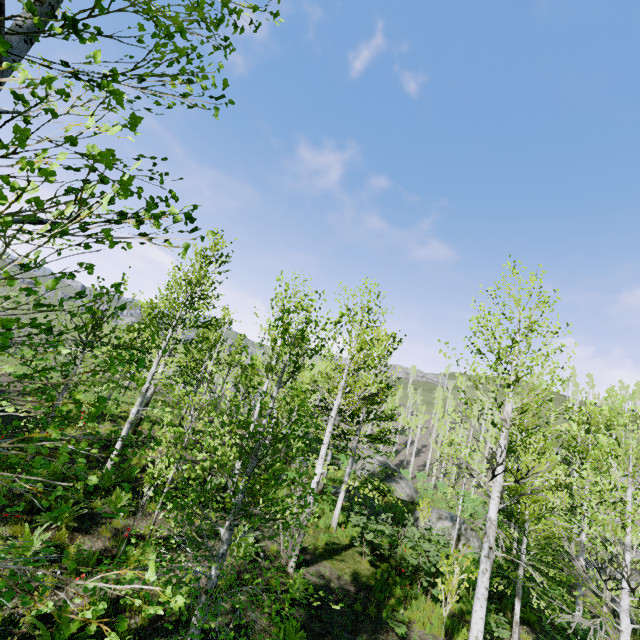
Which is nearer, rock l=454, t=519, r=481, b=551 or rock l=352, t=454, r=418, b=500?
rock l=454, t=519, r=481, b=551

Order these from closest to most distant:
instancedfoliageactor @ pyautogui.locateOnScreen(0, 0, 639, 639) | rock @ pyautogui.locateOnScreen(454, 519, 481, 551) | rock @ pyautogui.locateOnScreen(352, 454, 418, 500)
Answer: instancedfoliageactor @ pyautogui.locateOnScreen(0, 0, 639, 639) < rock @ pyautogui.locateOnScreen(454, 519, 481, 551) < rock @ pyautogui.locateOnScreen(352, 454, 418, 500)

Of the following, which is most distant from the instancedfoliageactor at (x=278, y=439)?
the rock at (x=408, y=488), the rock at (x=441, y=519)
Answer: the rock at (x=408, y=488)

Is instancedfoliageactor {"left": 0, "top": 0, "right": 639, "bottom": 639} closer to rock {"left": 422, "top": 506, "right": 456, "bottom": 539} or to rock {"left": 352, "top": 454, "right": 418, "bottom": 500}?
rock {"left": 422, "top": 506, "right": 456, "bottom": 539}

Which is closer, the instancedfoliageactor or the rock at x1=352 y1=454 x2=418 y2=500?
the instancedfoliageactor

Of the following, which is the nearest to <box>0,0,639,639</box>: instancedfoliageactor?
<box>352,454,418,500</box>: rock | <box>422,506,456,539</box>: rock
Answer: <box>422,506,456,539</box>: rock

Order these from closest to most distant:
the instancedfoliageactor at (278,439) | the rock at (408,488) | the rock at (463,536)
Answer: the instancedfoliageactor at (278,439) < the rock at (463,536) < the rock at (408,488)

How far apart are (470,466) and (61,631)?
7.2 meters
